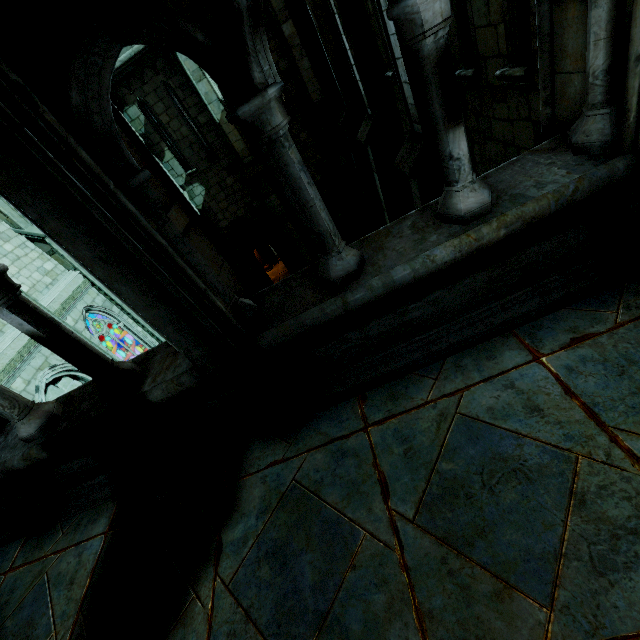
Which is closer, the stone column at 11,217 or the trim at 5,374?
the trim at 5,374

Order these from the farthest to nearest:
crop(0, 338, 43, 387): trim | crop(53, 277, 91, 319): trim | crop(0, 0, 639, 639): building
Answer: crop(53, 277, 91, 319): trim → crop(0, 338, 43, 387): trim → crop(0, 0, 639, 639): building

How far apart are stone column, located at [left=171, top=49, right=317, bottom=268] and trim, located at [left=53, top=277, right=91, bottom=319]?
7.9m

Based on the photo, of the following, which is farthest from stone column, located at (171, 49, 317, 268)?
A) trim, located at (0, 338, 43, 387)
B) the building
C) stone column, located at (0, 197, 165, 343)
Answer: the building

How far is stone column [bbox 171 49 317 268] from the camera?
10.1 meters

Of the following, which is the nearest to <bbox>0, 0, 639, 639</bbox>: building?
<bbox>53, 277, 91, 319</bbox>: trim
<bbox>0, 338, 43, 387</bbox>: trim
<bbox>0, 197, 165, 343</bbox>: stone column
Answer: <bbox>0, 338, 43, 387</bbox>: trim

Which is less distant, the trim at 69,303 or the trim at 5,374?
the trim at 5,374

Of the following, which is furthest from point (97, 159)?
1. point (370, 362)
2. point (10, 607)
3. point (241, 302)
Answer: point (10, 607)
